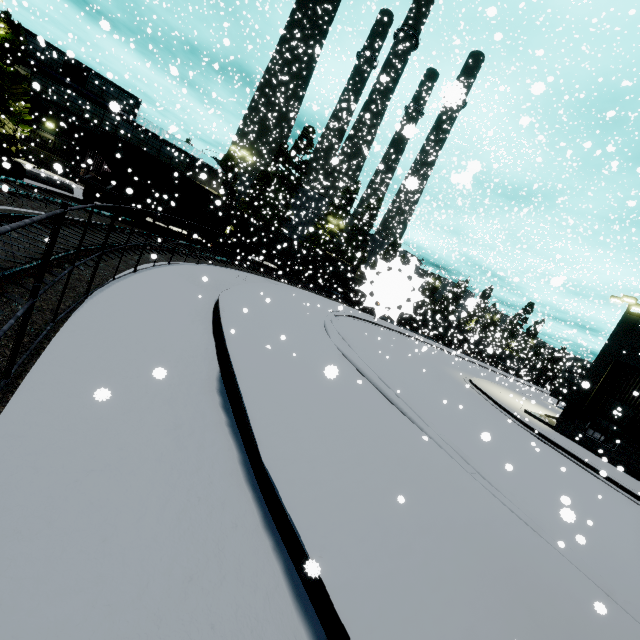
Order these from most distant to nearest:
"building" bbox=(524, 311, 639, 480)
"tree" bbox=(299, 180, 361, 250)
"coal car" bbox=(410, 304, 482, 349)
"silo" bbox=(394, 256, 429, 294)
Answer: "tree" bbox=(299, 180, 361, 250) < "coal car" bbox=(410, 304, 482, 349) < "building" bbox=(524, 311, 639, 480) < "silo" bbox=(394, 256, 429, 294)

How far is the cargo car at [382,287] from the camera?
0.99m

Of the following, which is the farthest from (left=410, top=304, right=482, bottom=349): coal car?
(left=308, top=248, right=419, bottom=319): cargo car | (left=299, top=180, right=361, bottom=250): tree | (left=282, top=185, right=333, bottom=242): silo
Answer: (left=299, top=180, right=361, bottom=250): tree

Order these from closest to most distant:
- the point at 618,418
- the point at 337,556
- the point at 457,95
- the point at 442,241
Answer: the point at 457,95, the point at 337,556, the point at 618,418, the point at 442,241

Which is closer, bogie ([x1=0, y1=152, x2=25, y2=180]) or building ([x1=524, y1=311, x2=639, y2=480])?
bogie ([x1=0, y1=152, x2=25, y2=180])

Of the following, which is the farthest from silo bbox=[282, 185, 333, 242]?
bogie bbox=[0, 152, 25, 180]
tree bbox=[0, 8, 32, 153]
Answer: tree bbox=[0, 8, 32, 153]

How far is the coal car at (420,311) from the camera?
26.5m

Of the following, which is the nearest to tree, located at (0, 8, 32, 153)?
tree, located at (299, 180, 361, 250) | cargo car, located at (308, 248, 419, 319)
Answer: cargo car, located at (308, 248, 419, 319)
